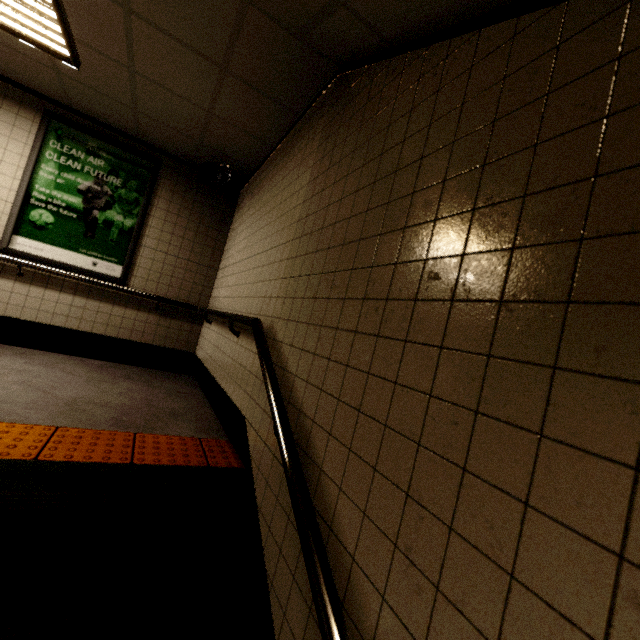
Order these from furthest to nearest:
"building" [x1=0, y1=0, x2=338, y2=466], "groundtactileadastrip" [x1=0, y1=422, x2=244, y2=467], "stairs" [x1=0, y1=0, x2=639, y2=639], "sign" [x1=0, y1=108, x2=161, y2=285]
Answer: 1. "sign" [x1=0, y1=108, x2=161, y2=285]
2. "building" [x1=0, y1=0, x2=338, y2=466]
3. "groundtactileadastrip" [x1=0, y1=422, x2=244, y2=467]
4. "stairs" [x1=0, y1=0, x2=639, y2=639]

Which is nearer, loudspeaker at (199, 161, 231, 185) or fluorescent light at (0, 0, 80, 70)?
fluorescent light at (0, 0, 80, 70)

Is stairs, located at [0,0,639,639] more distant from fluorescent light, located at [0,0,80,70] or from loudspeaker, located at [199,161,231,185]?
loudspeaker, located at [199,161,231,185]

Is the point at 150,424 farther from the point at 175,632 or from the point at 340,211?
the point at 340,211

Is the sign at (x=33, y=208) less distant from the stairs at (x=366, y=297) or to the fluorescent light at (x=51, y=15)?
the fluorescent light at (x=51, y=15)

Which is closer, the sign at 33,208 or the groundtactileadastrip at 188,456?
the groundtactileadastrip at 188,456

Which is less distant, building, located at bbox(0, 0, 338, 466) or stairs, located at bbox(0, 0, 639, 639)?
stairs, located at bbox(0, 0, 639, 639)

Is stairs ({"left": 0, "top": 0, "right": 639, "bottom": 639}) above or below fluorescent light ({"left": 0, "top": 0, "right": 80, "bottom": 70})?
below
